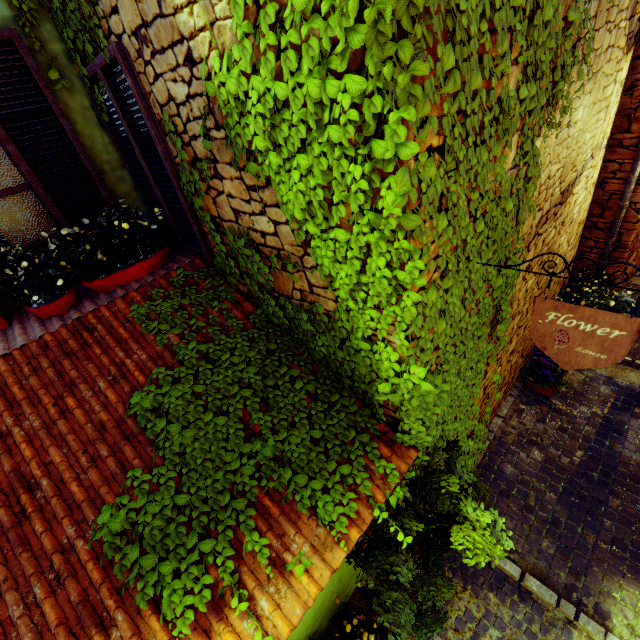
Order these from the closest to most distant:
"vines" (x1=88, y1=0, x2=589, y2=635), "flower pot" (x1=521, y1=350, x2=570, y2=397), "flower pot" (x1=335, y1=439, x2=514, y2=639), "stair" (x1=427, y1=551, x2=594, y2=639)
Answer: "vines" (x1=88, y1=0, x2=589, y2=635), "flower pot" (x1=335, y1=439, x2=514, y2=639), "stair" (x1=427, y1=551, x2=594, y2=639), "flower pot" (x1=521, y1=350, x2=570, y2=397)

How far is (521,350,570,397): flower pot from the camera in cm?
475

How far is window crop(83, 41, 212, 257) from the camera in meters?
2.4

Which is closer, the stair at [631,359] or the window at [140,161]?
the window at [140,161]

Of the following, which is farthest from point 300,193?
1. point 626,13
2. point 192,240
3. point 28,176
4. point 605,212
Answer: point 605,212

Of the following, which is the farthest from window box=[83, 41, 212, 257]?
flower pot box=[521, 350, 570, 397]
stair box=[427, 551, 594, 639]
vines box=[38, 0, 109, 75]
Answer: flower pot box=[521, 350, 570, 397]

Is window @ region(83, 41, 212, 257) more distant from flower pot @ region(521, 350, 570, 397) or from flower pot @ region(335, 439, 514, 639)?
flower pot @ region(521, 350, 570, 397)

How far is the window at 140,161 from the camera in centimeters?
245cm
